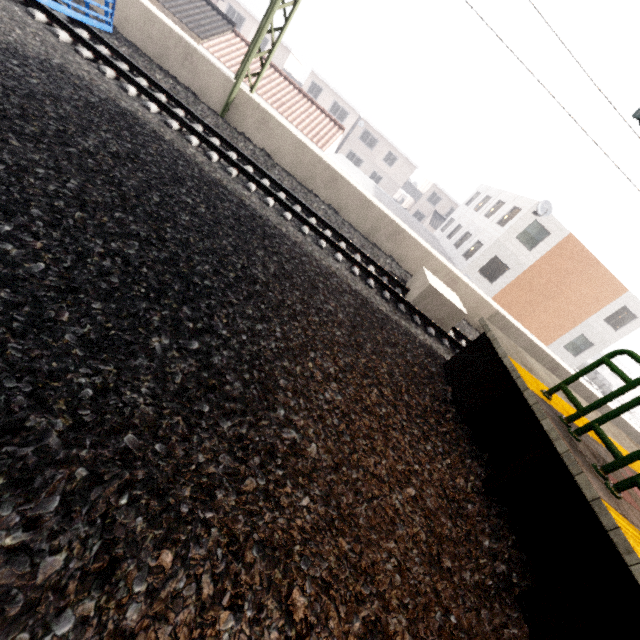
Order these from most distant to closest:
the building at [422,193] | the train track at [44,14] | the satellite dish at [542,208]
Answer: the building at [422,193]
the satellite dish at [542,208]
the train track at [44,14]

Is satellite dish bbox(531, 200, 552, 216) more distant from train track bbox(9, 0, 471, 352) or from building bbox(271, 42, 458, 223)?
building bbox(271, 42, 458, 223)

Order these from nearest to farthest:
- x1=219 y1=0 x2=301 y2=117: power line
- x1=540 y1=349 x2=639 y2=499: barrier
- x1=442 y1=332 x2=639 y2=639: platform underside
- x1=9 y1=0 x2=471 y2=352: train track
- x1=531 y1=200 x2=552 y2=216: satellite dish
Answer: x1=442 y1=332 x2=639 y2=639: platform underside, x1=540 y1=349 x2=639 y2=499: barrier, x1=9 y1=0 x2=471 y2=352: train track, x1=219 y1=0 x2=301 y2=117: power line, x1=531 y1=200 x2=552 y2=216: satellite dish

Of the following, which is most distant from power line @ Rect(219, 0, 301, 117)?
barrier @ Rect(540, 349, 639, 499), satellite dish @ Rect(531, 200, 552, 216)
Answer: satellite dish @ Rect(531, 200, 552, 216)

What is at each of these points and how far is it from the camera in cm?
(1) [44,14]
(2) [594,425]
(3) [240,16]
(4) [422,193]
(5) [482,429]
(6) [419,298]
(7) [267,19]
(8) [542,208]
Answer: (1) train track, 630
(2) barrier, 360
(3) building, 3700
(4) building, 4462
(5) platform underside, 493
(6) concrete pillar, 841
(7) power line, 790
(8) satellite dish, 1930

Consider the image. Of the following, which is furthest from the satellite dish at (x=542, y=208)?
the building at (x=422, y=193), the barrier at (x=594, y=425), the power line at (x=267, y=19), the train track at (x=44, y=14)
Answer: the building at (x=422, y=193)

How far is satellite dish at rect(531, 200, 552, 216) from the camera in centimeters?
1919cm

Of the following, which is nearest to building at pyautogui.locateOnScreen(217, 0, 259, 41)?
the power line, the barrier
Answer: the power line
